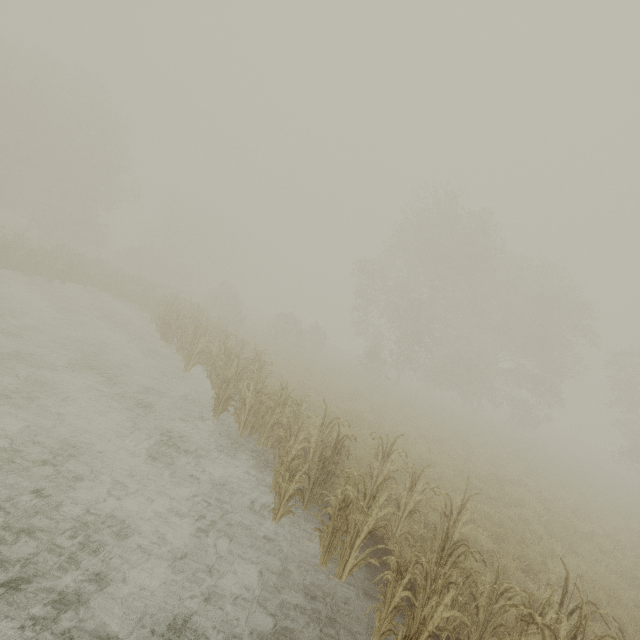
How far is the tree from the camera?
24.97m

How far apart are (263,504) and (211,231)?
51.3m

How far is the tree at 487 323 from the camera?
25.0m
